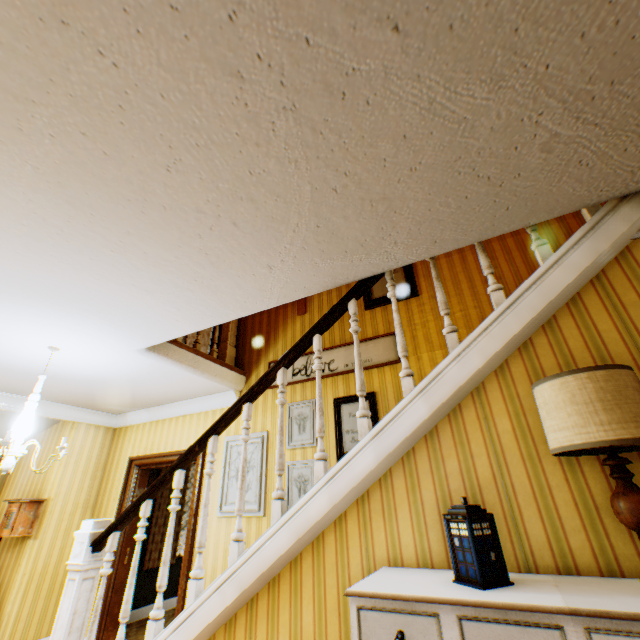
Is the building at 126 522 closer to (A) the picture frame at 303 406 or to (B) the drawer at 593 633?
(A) the picture frame at 303 406

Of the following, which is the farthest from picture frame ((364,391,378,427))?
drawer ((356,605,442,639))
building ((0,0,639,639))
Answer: drawer ((356,605,442,639))

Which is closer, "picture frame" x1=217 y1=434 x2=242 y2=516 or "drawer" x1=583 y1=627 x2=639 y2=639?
"drawer" x1=583 y1=627 x2=639 y2=639

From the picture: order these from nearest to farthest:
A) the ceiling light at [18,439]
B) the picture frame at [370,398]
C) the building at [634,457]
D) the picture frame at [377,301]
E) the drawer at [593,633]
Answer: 1. the drawer at [593,633]
2. the building at [634,457]
3. the ceiling light at [18,439]
4. the picture frame at [370,398]
5. the picture frame at [377,301]

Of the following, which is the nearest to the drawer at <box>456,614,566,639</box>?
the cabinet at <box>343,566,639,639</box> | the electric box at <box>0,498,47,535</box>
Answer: the cabinet at <box>343,566,639,639</box>

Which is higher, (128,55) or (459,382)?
(128,55)

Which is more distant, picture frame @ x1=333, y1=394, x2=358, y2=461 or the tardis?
picture frame @ x1=333, y1=394, x2=358, y2=461

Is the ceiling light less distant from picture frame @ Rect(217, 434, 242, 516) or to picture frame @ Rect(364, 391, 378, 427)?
picture frame @ Rect(217, 434, 242, 516)
